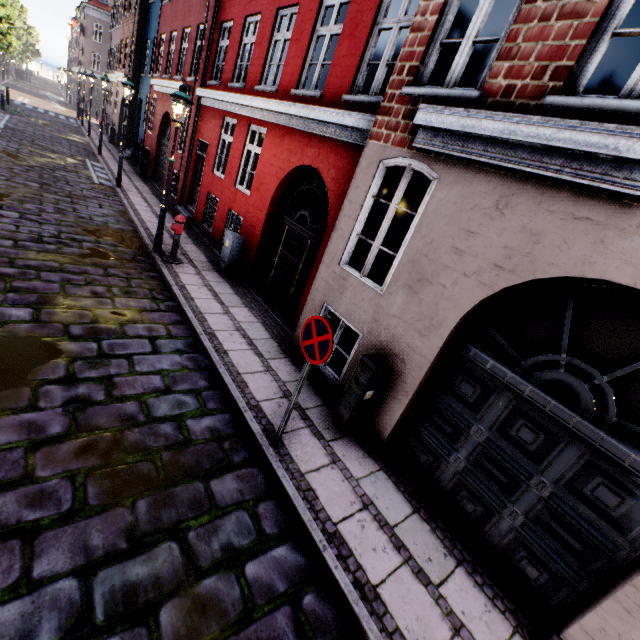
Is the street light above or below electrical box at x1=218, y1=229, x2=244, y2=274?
above

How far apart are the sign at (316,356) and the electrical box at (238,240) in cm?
575

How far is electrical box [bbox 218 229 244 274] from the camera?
8.7m

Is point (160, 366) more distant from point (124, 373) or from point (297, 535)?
point (297, 535)

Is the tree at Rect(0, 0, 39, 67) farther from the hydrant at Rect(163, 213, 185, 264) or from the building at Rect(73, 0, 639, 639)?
the hydrant at Rect(163, 213, 185, 264)

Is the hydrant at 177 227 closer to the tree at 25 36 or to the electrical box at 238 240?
the electrical box at 238 240

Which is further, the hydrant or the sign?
the hydrant

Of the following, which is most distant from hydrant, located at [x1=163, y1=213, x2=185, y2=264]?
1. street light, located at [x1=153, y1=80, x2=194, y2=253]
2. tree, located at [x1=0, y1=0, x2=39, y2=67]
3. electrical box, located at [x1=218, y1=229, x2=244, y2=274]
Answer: tree, located at [x1=0, y1=0, x2=39, y2=67]
